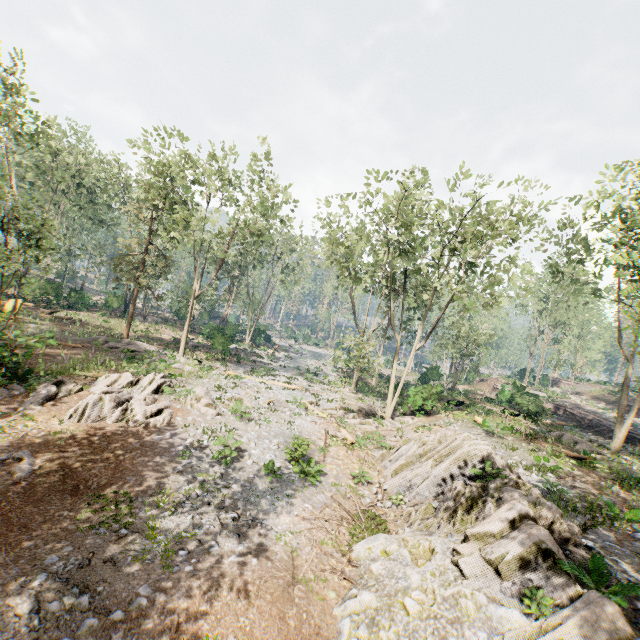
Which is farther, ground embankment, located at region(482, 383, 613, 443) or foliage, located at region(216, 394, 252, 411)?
ground embankment, located at region(482, 383, 613, 443)

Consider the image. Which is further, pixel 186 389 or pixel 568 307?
pixel 568 307

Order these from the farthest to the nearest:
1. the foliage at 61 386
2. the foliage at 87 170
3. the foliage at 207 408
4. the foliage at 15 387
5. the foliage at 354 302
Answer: the foliage at 87 170 → the foliage at 354 302 → the foliage at 207 408 → the foliage at 15 387 → the foliage at 61 386

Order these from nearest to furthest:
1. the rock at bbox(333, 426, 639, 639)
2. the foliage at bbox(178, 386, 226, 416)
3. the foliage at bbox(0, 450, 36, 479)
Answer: the rock at bbox(333, 426, 639, 639) < the foliage at bbox(0, 450, 36, 479) < the foliage at bbox(178, 386, 226, 416)

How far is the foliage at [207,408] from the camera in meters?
17.9

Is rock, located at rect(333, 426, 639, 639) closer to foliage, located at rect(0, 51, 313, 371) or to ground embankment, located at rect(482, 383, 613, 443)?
foliage, located at rect(0, 51, 313, 371)
